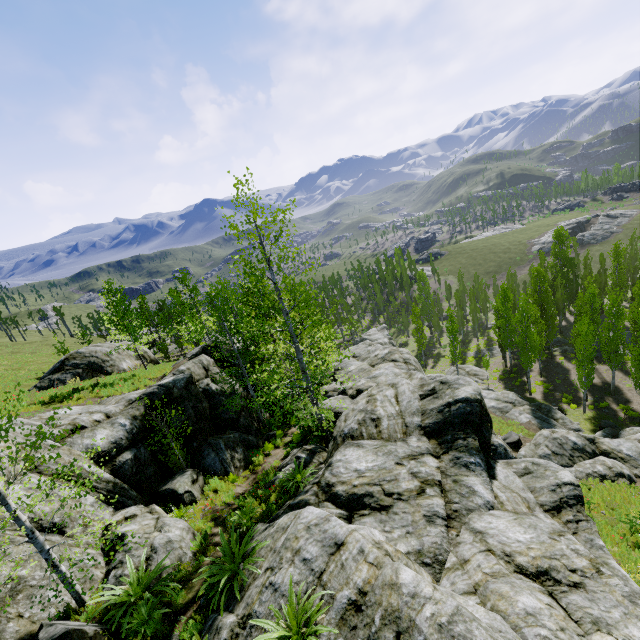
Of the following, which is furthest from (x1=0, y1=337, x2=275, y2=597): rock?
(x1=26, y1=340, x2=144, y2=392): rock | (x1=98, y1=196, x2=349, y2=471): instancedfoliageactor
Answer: (x1=26, y1=340, x2=144, y2=392): rock

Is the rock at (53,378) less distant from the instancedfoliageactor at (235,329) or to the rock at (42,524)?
the rock at (42,524)

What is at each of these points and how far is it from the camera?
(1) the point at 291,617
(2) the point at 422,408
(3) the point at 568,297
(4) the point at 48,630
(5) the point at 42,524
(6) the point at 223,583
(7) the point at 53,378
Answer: (1) instancedfoliageactor, 5.46m
(2) rock, 12.92m
(3) instancedfoliageactor, 49.19m
(4) rock, 6.72m
(5) rock, 8.79m
(6) instancedfoliageactor, 7.34m
(7) rock, 24.48m

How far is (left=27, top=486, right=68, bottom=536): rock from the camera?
8.70m

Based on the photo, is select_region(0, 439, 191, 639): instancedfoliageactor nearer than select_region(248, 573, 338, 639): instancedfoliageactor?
No

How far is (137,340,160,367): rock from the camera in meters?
30.6 m

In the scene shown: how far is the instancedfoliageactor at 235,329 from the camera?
12.27m
